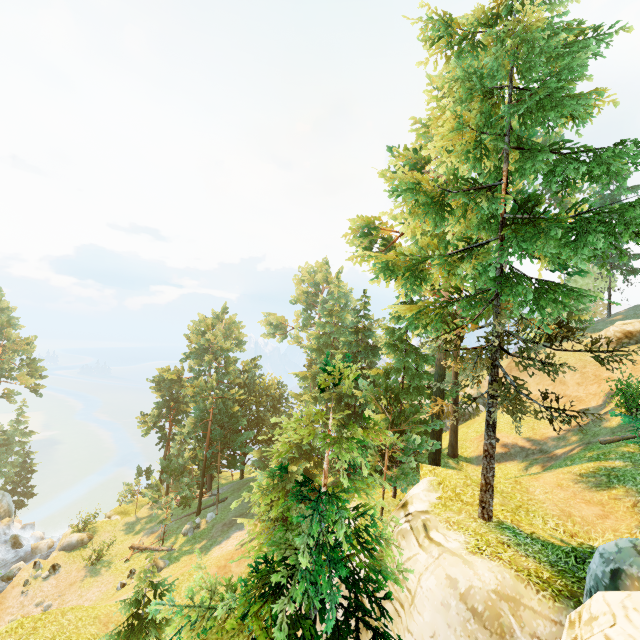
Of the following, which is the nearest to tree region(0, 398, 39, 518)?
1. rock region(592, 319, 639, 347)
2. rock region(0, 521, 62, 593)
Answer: rock region(0, 521, 62, 593)

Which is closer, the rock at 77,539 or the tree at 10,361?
the rock at 77,539

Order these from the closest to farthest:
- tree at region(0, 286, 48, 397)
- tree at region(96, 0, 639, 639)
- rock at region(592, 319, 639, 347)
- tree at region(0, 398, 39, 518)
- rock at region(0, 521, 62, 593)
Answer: tree at region(96, 0, 639, 639), rock at region(592, 319, 639, 347), rock at region(0, 521, 62, 593), tree at region(0, 286, 48, 397), tree at region(0, 398, 39, 518)

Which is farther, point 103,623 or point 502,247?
point 103,623

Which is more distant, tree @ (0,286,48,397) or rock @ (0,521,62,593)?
tree @ (0,286,48,397)
